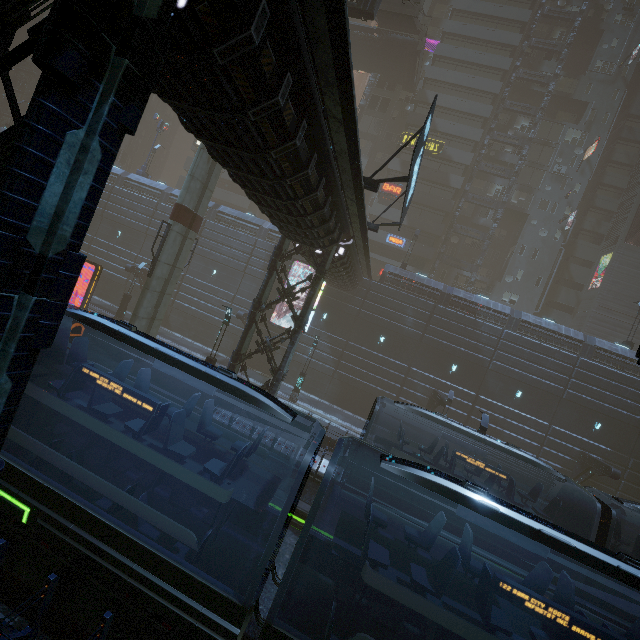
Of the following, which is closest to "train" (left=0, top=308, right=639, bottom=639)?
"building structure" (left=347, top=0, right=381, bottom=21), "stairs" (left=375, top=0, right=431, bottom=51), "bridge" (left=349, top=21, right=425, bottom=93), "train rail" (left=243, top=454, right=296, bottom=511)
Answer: "train rail" (left=243, top=454, right=296, bottom=511)

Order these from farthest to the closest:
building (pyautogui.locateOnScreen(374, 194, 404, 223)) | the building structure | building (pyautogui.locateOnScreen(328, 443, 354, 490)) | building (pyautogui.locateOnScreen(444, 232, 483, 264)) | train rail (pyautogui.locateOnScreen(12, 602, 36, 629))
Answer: building (pyautogui.locateOnScreen(444, 232, 483, 264)), building (pyautogui.locateOnScreen(374, 194, 404, 223)), the building structure, building (pyautogui.locateOnScreen(328, 443, 354, 490)), train rail (pyautogui.locateOnScreen(12, 602, 36, 629))

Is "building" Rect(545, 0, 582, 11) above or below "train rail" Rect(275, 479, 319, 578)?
above

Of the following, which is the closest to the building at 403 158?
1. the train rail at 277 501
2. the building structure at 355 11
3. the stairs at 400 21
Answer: the train rail at 277 501

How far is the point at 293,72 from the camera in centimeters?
632cm

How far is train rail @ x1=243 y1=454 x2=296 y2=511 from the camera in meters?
13.1 m

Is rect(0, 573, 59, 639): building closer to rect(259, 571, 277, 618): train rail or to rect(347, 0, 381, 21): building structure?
rect(259, 571, 277, 618): train rail

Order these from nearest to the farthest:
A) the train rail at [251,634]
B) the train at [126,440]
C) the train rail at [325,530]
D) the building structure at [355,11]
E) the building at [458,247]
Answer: the train at [126,440] → the train rail at [251,634] → the train rail at [325,530] → the building structure at [355,11] → the building at [458,247]
